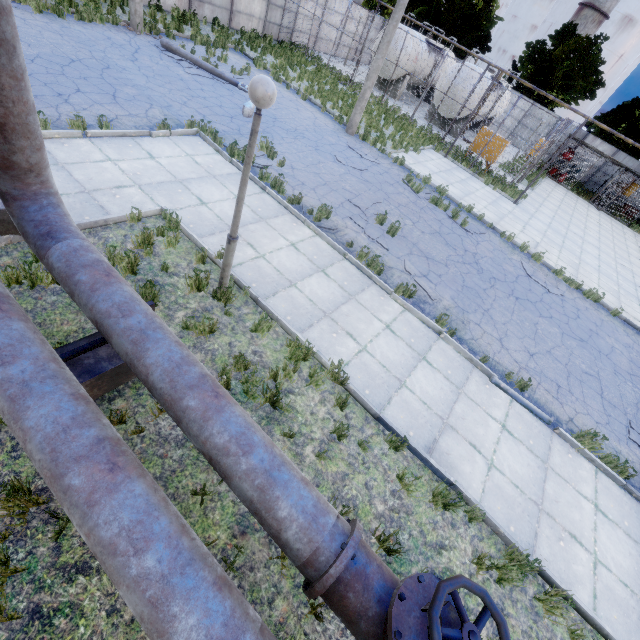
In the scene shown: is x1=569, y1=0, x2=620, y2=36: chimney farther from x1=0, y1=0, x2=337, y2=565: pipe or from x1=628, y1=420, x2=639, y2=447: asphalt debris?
x1=0, y1=0, x2=337, y2=565: pipe

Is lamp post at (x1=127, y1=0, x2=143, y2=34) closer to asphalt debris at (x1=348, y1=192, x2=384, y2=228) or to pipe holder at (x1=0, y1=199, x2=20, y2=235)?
asphalt debris at (x1=348, y1=192, x2=384, y2=228)

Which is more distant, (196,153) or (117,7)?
(117,7)

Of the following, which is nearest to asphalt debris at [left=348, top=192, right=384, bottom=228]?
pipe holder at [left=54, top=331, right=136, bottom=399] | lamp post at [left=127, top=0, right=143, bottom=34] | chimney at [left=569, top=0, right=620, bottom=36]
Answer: pipe holder at [left=54, top=331, right=136, bottom=399]

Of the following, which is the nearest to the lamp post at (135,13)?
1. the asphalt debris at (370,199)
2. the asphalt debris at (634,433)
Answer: the asphalt debris at (370,199)

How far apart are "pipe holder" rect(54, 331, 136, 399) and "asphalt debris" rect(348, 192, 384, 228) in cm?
678

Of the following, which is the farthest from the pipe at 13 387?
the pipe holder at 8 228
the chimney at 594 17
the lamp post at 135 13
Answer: the chimney at 594 17

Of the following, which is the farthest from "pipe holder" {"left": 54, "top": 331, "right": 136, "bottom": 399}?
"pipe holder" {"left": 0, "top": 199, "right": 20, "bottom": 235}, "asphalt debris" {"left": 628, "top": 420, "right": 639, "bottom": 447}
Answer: "asphalt debris" {"left": 628, "top": 420, "right": 639, "bottom": 447}
